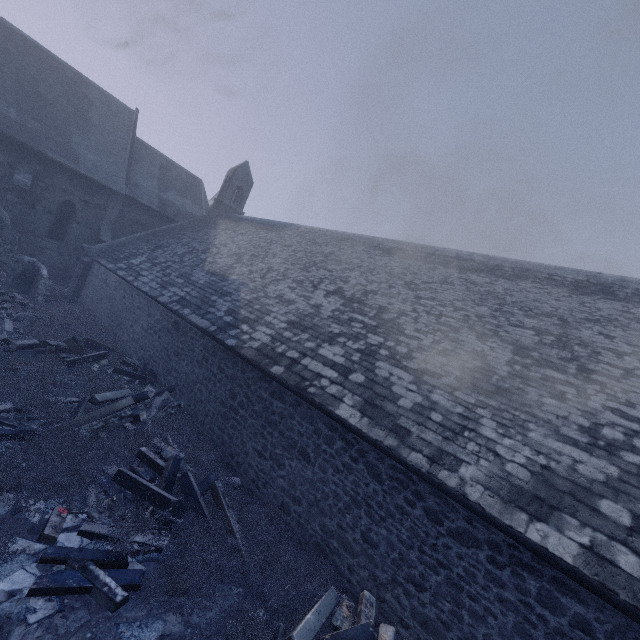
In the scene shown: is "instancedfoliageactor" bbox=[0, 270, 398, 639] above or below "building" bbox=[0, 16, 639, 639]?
below

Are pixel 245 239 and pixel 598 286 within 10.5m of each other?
no

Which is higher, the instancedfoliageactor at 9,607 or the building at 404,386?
the building at 404,386
